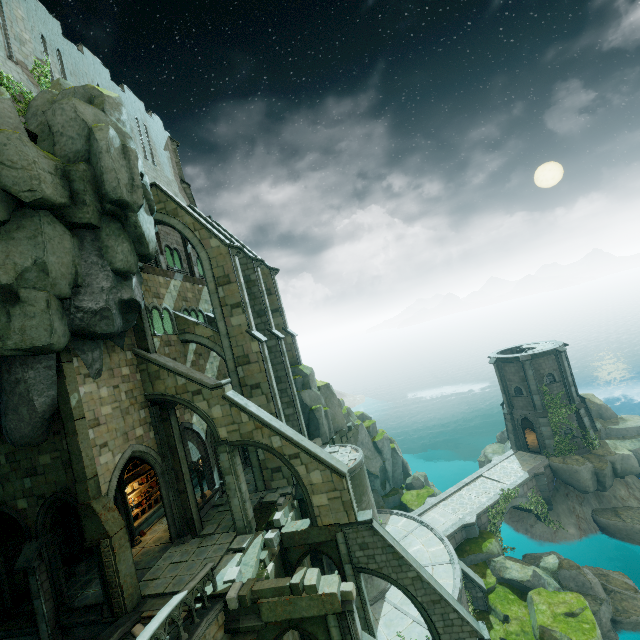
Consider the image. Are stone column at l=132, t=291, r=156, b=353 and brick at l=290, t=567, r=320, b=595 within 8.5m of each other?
no

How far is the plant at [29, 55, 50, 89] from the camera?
17.1m

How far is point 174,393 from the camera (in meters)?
16.78

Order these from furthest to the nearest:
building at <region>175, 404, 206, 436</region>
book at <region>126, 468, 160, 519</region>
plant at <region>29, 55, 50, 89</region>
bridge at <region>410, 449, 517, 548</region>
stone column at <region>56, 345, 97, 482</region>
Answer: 1. bridge at <region>410, 449, 517, 548</region>
2. building at <region>175, 404, 206, 436</region>
3. book at <region>126, 468, 160, 519</region>
4. plant at <region>29, 55, 50, 89</region>
5. stone column at <region>56, 345, 97, 482</region>

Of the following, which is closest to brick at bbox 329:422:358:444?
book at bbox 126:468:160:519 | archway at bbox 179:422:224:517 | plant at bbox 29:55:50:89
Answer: archway at bbox 179:422:224:517

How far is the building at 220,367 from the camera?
19.7m

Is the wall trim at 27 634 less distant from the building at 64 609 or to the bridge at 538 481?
the building at 64 609

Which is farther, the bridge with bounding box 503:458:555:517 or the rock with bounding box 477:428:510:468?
the rock with bounding box 477:428:510:468
